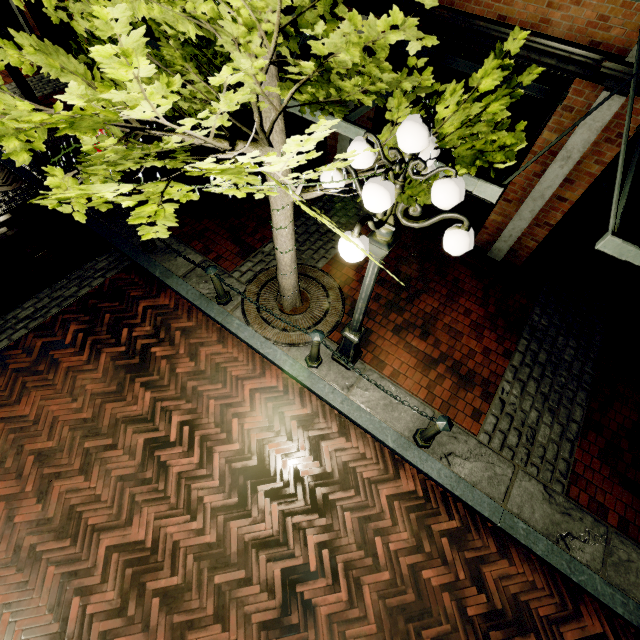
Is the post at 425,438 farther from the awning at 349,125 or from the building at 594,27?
the building at 594,27

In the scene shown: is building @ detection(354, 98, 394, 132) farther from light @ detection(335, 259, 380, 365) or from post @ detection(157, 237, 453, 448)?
post @ detection(157, 237, 453, 448)

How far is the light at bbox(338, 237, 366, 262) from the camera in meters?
2.4

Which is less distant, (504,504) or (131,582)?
(131,582)

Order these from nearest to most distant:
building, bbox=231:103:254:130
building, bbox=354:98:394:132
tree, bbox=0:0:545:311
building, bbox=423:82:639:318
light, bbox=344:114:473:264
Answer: tree, bbox=0:0:545:311
light, bbox=344:114:473:264
building, bbox=423:82:639:318
building, bbox=354:98:394:132
building, bbox=231:103:254:130

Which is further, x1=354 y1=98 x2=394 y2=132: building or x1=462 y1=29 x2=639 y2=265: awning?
x1=354 y1=98 x2=394 y2=132: building

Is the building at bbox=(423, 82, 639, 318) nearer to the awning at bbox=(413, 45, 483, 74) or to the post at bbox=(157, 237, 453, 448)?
the awning at bbox=(413, 45, 483, 74)

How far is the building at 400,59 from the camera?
5.6 meters
